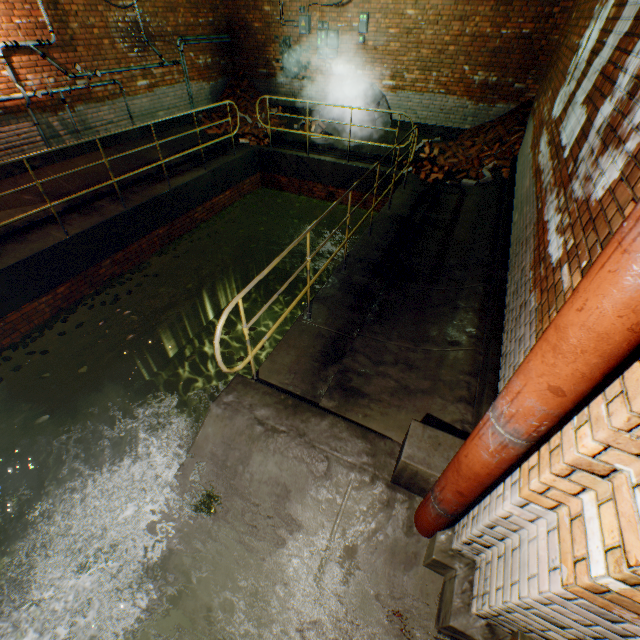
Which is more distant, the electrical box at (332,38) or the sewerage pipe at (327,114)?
the sewerage pipe at (327,114)

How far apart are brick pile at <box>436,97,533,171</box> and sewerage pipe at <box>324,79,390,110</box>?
1.8m

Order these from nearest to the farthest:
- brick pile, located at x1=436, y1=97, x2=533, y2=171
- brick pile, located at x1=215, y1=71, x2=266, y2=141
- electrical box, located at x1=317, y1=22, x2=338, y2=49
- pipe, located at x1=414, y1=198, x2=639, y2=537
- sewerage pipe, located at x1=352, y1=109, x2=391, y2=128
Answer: pipe, located at x1=414, y1=198, x2=639, y2=537 < brick pile, located at x1=436, y1=97, x2=533, y2=171 < electrical box, located at x1=317, y1=22, x2=338, y2=49 < sewerage pipe, located at x1=352, y1=109, x2=391, y2=128 < brick pile, located at x1=215, y1=71, x2=266, y2=141

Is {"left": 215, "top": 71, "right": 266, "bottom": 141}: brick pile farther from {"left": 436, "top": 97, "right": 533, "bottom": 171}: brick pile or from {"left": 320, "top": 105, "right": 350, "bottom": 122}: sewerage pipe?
{"left": 436, "top": 97, "right": 533, "bottom": 171}: brick pile

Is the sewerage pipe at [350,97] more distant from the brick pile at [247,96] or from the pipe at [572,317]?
the pipe at [572,317]

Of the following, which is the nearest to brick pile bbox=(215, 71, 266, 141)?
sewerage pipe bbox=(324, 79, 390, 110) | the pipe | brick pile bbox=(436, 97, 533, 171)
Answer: sewerage pipe bbox=(324, 79, 390, 110)

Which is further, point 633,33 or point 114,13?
point 114,13

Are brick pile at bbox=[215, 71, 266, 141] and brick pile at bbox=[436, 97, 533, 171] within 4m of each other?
no
